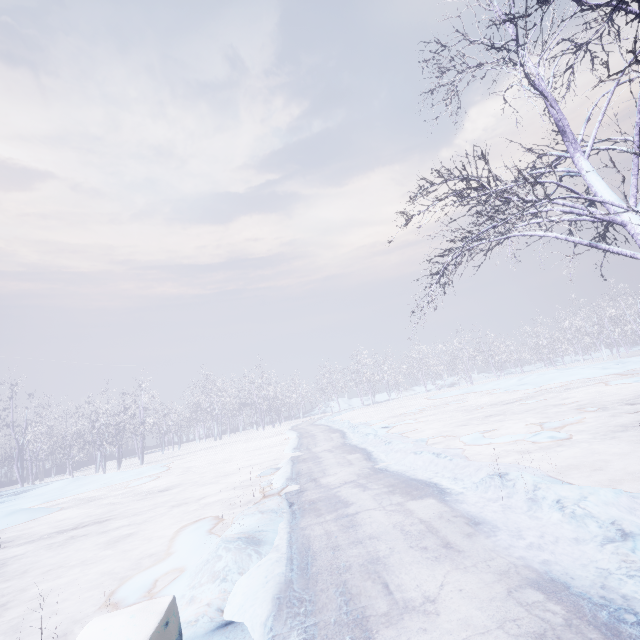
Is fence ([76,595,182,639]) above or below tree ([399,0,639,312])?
below

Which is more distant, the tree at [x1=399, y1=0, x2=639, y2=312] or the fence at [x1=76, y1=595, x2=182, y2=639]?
the tree at [x1=399, y1=0, x2=639, y2=312]

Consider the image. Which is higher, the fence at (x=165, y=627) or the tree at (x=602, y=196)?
the tree at (x=602, y=196)

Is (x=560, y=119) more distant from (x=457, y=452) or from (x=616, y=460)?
(x=457, y=452)

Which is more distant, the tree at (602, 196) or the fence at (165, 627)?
the tree at (602, 196)
